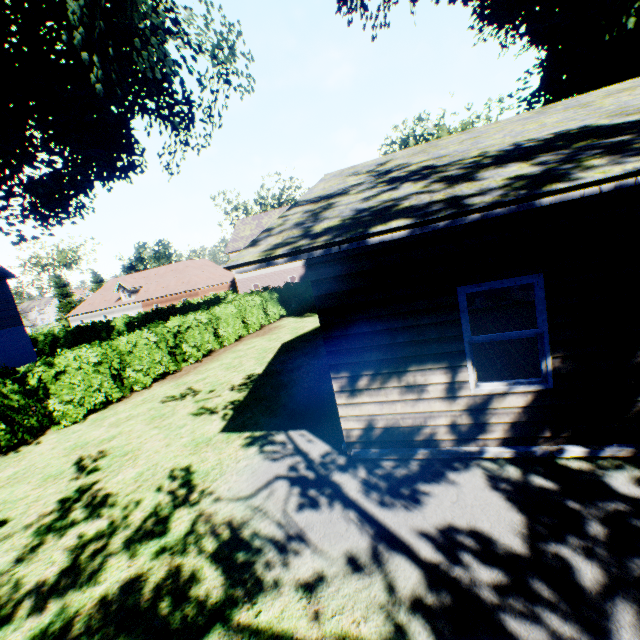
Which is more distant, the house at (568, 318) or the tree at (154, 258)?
the tree at (154, 258)

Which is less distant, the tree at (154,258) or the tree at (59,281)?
the tree at (59,281)

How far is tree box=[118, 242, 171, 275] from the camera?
58.2m

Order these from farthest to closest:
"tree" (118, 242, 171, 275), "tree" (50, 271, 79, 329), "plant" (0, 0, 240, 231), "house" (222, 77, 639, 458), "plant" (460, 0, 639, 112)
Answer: "tree" (118, 242, 171, 275) < "tree" (50, 271, 79, 329) < "plant" (460, 0, 639, 112) < "plant" (0, 0, 240, 231) < "house" (222, 77, 639, 458)

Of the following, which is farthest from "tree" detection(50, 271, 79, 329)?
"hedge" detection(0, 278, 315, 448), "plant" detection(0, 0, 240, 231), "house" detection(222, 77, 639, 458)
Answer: "house" detection(222, 77, 639, 458)

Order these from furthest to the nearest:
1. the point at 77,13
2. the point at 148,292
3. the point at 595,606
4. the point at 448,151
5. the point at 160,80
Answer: the point at 148,292 → the point at 160,80 → the point at 77,13 → the point at 448,151 → the point at 595,606

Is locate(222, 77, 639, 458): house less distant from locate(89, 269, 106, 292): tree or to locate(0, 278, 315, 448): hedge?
locate(0, 278, 315, 448): hedge
